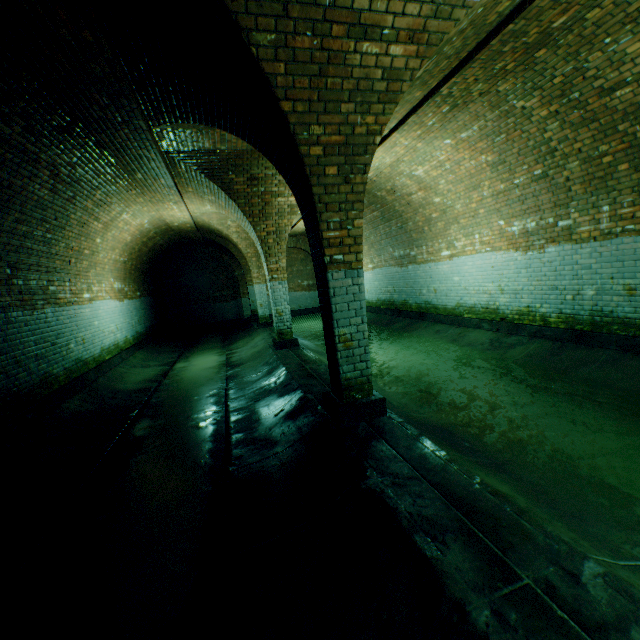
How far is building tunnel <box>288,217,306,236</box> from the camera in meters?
14.1 m

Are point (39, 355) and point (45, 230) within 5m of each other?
yes

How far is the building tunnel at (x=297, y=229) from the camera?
14.1m

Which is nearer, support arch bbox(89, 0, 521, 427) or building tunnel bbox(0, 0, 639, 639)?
building tunnel bbox(0, 0, 639, 639)

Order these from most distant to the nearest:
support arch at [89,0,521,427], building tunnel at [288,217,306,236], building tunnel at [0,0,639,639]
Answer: building tunnel at [288,217,306,236], support arch at [89,0,521,427], building tunnel at [0,0,639,639]

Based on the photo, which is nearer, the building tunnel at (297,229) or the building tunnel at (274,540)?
the building tunnel at (274,540)

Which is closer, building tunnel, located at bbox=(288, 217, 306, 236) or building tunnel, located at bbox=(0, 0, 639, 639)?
building tunnel, located at bbox=(0, 0, 639, 639)
